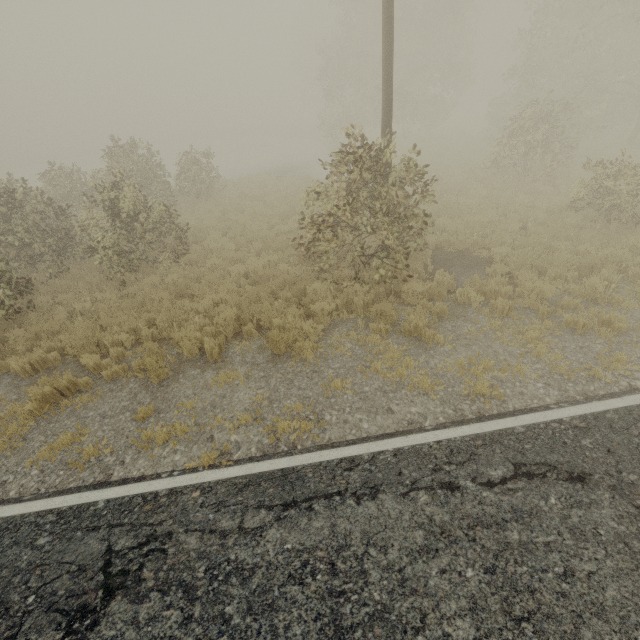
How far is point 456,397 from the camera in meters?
5.3
